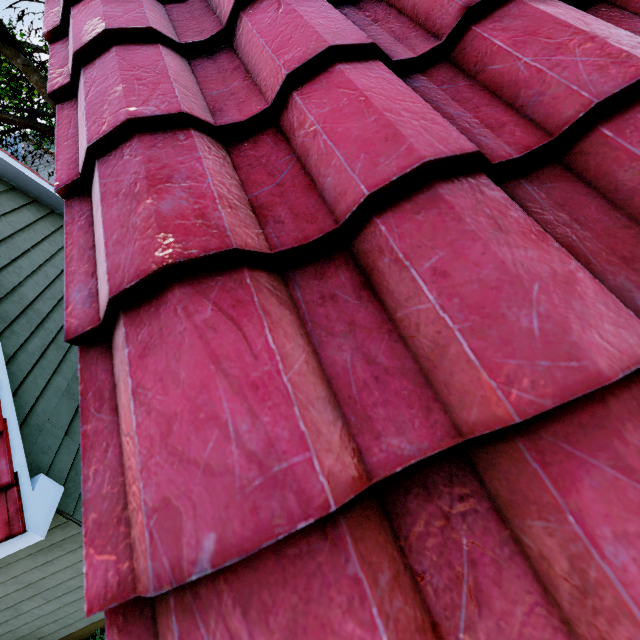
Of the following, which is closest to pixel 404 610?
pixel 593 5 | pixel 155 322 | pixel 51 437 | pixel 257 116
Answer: pixel 155 322
